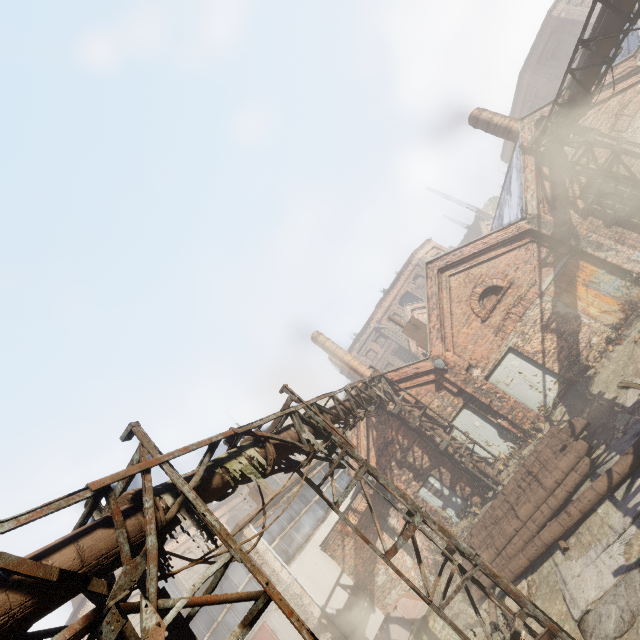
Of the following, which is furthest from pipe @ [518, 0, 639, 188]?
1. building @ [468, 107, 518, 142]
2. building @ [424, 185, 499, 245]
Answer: building @ [424, 185, 499, 245]

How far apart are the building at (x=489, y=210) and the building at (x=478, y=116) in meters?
29.9 m

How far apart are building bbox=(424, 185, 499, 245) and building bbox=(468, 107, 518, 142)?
29.9 meters

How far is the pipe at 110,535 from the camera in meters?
2.8 m

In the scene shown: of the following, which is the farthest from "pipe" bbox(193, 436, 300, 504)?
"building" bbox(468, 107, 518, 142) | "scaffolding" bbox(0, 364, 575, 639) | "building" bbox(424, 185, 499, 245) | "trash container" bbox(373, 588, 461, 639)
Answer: "building" bbox(424, 185, 499, 245)

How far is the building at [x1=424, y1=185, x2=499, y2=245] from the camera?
43.2m

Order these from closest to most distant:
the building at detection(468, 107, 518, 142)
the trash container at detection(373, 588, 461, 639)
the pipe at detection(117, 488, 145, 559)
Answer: the pipe at detection(117, 488, 145, 559), the trash container at detection(373, 588, 461, 639), the building at detection(468, 107, 518, 142)

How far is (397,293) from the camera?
36.4m
